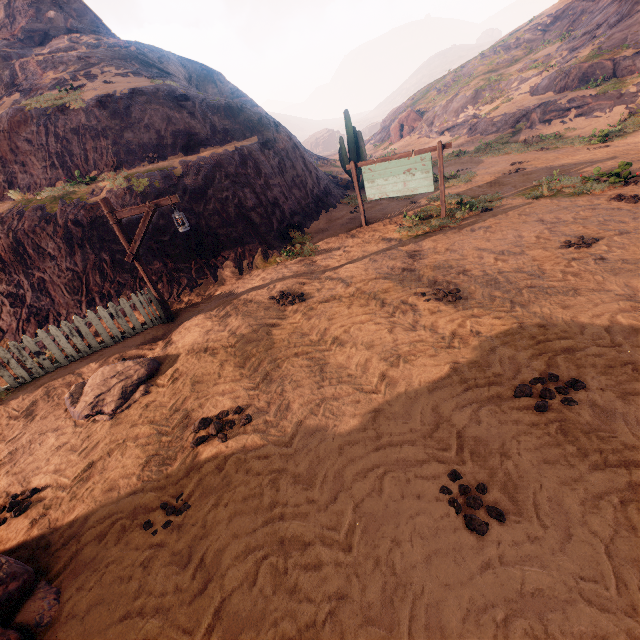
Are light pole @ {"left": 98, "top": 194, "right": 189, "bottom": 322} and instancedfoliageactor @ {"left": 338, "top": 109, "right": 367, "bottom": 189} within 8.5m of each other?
no

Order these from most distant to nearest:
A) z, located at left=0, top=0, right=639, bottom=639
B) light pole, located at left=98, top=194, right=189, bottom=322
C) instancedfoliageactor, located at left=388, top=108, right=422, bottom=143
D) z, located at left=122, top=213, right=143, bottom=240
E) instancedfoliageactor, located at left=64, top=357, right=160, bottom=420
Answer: instancedfoliageactor, located at left=388, top=108, right=422, bottom=143, z, located at left=122, top=213, right=143, bottom=240, light pole, located at left=98, top=194, right=189, bottom=322, instancedfoliageactor, located at left=64, top=357, right=160, bottom=420, z, located at left=0, top=0, right=639, bottom=639

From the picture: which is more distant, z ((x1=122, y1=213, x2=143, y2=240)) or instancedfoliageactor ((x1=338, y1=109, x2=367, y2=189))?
instancedfoliageactor ((x1=338, y1=109, x2=367, y2=189))

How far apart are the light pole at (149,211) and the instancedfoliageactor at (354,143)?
13.46m

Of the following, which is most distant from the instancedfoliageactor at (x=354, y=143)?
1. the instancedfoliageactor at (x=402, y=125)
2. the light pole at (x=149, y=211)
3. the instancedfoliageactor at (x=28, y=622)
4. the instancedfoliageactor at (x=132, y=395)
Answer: the instancedfoliageactor at (x=402, y=125)

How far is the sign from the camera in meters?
9.8

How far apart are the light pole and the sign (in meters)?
6.49

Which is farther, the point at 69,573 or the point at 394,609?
the point at 69,573
